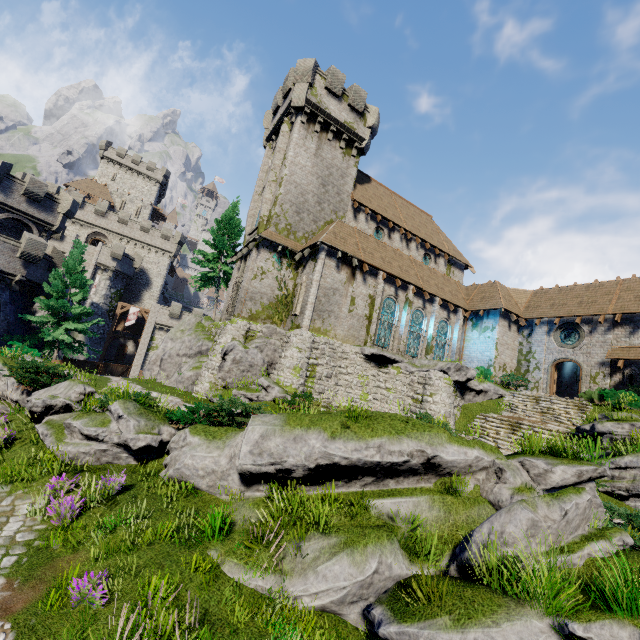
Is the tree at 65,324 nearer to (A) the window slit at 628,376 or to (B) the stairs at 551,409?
(B) the stairs at 551,409

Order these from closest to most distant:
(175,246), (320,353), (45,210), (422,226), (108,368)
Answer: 1. (320,353)
2. (108,368)
3. (45,210)
4. (422,226)
5. (175,246)

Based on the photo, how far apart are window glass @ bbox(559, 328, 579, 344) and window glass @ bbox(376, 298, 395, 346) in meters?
12.4 m

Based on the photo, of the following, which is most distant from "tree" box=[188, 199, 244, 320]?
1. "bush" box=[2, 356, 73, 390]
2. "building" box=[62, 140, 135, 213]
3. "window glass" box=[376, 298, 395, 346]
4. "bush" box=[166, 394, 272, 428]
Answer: "building" box=[62, 140, 135, 213]

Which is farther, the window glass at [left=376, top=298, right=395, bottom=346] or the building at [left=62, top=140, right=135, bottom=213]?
the building at [left=62, top=140, right=135, bottom=213]

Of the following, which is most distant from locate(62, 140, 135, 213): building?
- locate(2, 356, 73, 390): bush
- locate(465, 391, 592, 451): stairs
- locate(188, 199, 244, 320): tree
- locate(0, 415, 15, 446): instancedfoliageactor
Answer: locate(465, 391, 592, 451): stairs

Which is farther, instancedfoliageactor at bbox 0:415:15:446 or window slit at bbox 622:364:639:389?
window slit at bbox 622:364:639:389

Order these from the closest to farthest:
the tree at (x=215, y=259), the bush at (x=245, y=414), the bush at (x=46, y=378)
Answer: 1. the bush at (x=245, y=414)
2. the bush at (x=46, y=378)
3. the tree at (x=215, y=259)
